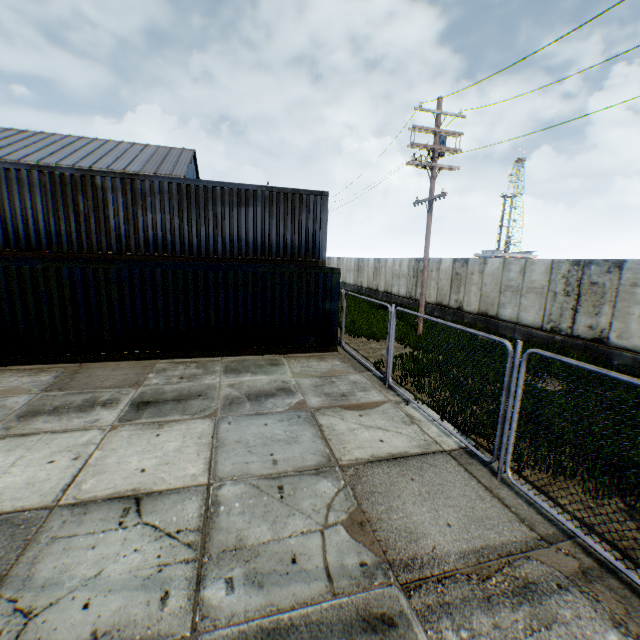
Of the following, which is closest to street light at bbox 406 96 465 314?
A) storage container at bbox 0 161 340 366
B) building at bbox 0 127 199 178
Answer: storage container at bbox 0 161 340 366

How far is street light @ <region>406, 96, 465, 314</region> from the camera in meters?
12.7 m

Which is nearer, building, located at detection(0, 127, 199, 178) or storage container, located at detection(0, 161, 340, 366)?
storage container, located at detection(0, 161, 340, 366)

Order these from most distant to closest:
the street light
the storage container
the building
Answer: the building
the street light
the storage container

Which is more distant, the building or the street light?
the building

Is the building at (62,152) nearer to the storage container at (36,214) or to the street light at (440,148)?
the storage container at (36,214)

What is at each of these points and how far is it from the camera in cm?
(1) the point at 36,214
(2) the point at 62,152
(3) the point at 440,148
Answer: (1) storage container, 1066
(2) building, 3378
(3) street light, 1302

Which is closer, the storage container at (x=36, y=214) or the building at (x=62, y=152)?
the storage container at (x=36, y=214)
